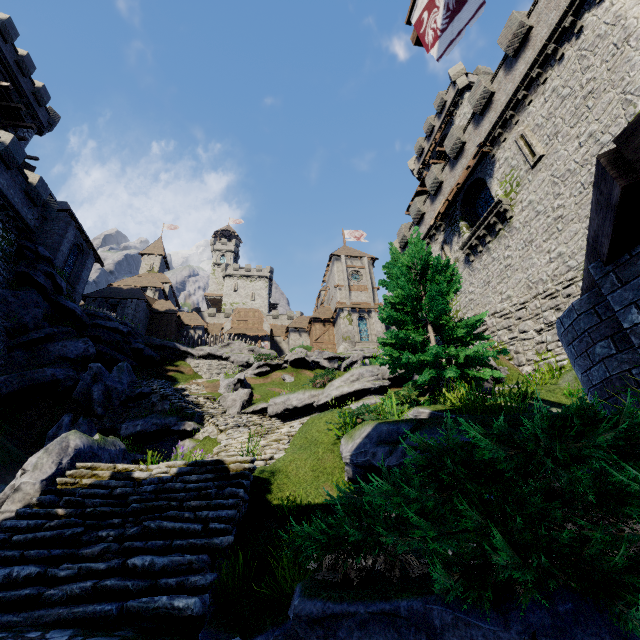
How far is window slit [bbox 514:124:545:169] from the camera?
16.0m

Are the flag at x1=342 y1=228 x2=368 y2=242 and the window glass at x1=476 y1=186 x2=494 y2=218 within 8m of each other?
no

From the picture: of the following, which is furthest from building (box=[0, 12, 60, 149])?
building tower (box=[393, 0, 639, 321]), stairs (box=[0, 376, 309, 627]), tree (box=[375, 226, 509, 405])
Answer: building tower (box=[393, 0, 639, 321])

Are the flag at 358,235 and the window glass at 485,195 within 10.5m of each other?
no

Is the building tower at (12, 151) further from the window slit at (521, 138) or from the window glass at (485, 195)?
the window glass at (485, 195)

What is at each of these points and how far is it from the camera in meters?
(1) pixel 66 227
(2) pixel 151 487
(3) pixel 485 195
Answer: (1) building, 27.8 m
(2) stairs, 6.5 m
(3) window glass, 21.1 m

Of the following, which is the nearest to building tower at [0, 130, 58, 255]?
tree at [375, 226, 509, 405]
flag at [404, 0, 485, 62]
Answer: flag at [404, 0, 485, 62]

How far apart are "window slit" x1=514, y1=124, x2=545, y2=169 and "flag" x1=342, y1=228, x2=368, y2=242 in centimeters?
3552cm
